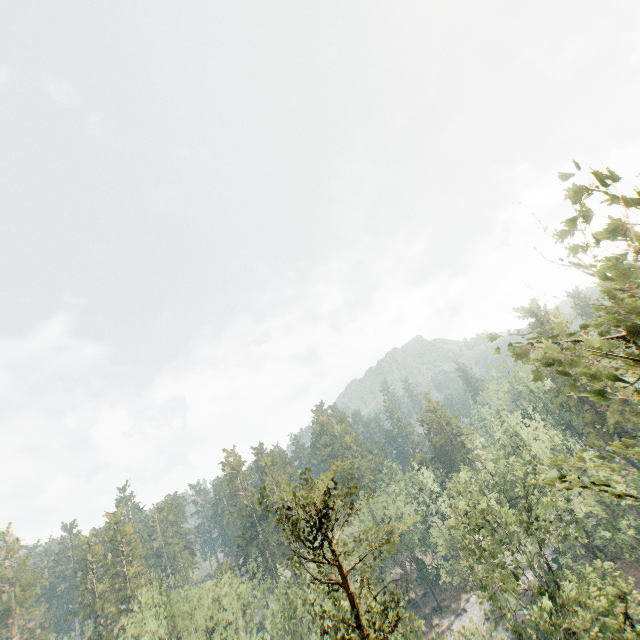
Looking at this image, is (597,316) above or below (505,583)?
above
